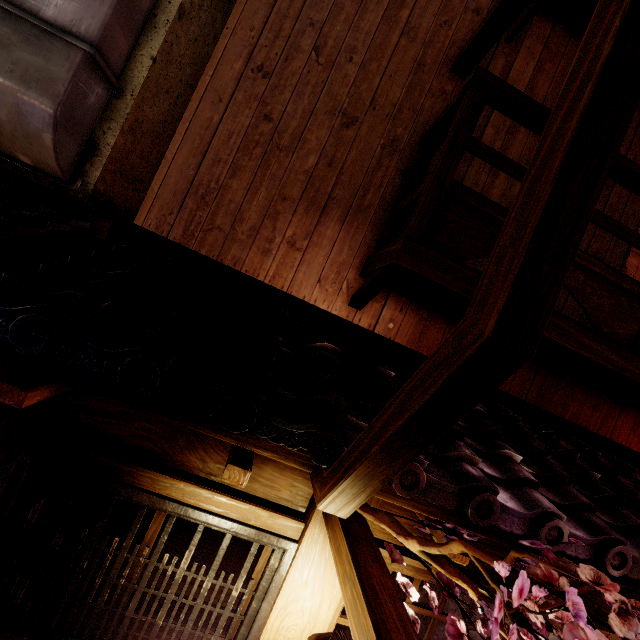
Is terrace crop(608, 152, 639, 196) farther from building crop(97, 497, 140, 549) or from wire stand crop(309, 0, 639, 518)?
building crop(97, 497, 140, 549)

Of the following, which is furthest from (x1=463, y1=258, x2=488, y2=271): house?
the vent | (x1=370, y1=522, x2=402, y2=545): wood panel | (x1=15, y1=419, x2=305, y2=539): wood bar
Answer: (x1=15, y1=419, x2=305, y2=539): wood bar

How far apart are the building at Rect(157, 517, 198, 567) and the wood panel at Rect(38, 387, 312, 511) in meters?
2.8 m

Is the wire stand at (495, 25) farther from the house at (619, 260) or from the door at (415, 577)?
the door at (415, 577)

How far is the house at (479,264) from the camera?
6.4 meters

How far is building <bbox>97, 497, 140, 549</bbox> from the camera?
5.4m

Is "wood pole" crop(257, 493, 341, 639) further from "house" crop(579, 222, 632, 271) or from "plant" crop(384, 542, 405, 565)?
"house" crop(579, 222, 632, 271)

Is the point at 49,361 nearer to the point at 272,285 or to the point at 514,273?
the point at 272,285
